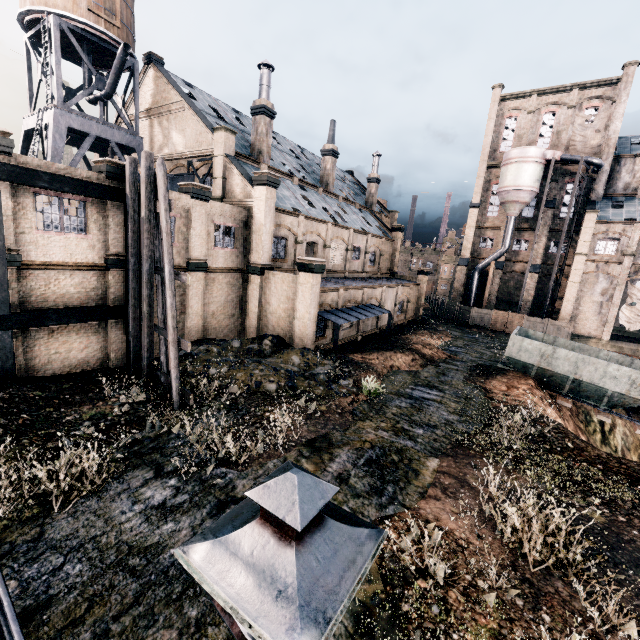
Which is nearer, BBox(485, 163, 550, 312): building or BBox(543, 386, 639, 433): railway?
BBox(543, 386, 639, 433): railway

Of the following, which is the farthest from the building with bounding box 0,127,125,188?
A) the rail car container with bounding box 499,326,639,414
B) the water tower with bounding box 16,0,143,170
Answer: the rail car container with bounding box 499,326,639,414

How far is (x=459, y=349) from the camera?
31.2 meters

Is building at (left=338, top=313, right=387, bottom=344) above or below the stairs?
below

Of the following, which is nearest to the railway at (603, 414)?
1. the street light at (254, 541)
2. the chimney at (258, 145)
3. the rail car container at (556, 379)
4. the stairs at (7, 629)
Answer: the rail car container at (556, 379)

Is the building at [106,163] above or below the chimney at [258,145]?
below

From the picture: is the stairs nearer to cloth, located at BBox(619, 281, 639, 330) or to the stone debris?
the stone debris

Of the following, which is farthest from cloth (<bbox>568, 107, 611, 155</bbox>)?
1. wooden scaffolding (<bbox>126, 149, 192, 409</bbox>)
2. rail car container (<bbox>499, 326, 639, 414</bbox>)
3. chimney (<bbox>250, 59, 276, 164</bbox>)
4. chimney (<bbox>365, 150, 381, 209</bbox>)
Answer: wooden scaffolding (<bbox>126, 149, 192, 409</bbox>)
